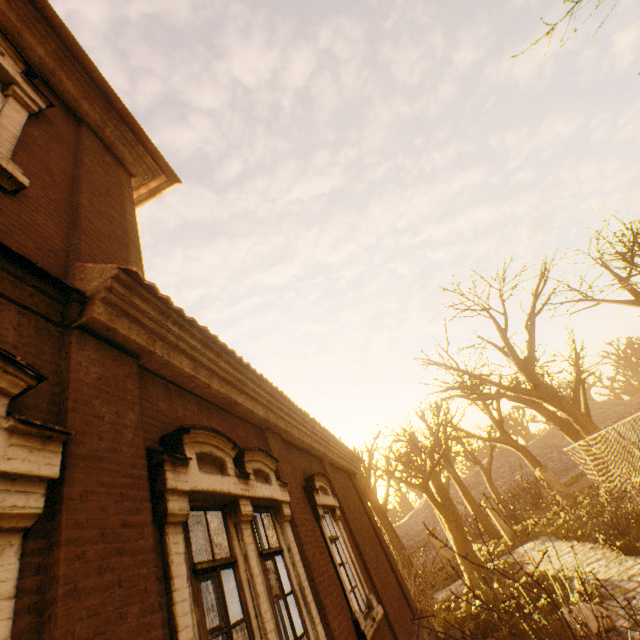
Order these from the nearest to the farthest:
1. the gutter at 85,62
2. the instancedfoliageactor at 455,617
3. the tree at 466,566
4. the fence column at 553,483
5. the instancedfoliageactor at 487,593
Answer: the gutter at 85,62 → the instancedfoliageactor at 455,617 → the instancedfoliageactor at 487,593 → the tree at 466,566 → the fence column at 553,483

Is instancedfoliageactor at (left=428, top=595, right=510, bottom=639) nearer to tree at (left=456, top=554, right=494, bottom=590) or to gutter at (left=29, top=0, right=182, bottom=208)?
tree at (left=456, top=554, right=494, bottom=590)

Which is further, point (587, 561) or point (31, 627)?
point (587, 561)

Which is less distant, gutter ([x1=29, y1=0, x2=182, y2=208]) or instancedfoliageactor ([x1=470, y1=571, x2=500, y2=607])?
gutter ([x1=29, y1=0, x2=182, y2=208])

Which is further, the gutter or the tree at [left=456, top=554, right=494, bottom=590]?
the tree at [left=456, top=554, right=494, bottom=590]

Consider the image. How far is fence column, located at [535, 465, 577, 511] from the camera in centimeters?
1891cm

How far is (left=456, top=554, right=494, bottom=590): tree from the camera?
13.72m

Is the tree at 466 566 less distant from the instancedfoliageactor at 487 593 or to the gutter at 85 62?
the instancedfoliageactor at 487 593
